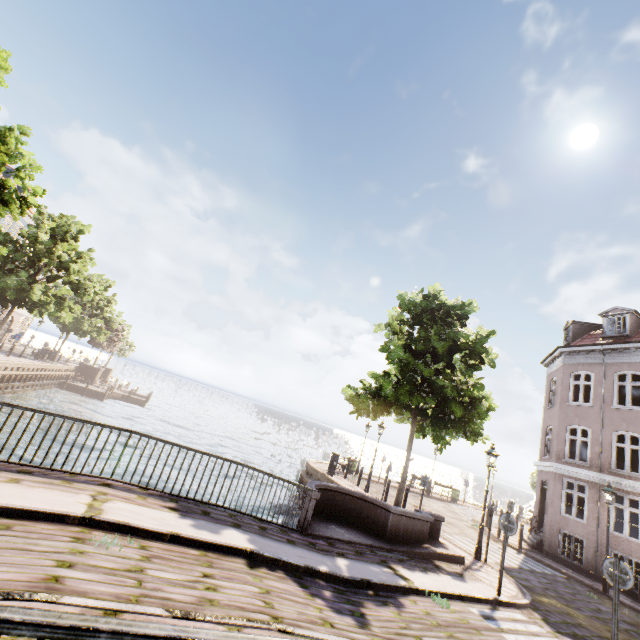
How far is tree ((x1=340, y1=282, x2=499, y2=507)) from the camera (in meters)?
13.12

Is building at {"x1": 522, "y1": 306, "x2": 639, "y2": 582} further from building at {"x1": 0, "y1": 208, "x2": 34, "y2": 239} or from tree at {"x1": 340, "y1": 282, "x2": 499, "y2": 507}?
building at {"x1": 0, "y1": 208, "x2": 34, "y2": 239}

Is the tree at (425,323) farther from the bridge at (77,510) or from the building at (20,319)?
the building at (20,319)

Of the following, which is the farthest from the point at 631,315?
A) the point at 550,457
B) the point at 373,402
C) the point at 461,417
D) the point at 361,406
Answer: the point at 361,406

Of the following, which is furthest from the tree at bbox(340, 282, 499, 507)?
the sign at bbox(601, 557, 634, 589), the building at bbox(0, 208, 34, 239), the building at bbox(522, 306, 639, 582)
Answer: the building at bbox(0, 208, 34, 239)

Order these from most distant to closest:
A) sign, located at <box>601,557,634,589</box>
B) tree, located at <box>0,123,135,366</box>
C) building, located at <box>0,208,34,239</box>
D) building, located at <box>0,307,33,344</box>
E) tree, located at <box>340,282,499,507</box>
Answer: building, located at <box>0,307,33,344</box> < building, located at <box>0,208,34,239</box> < tree, located at <box>340,282,499,507</box> < tree, located at <box>0,123,135,366</box> < sign, located at <box>601,557,634,589</box>

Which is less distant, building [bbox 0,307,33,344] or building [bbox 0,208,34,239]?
building [bbox 0,208,34,239]

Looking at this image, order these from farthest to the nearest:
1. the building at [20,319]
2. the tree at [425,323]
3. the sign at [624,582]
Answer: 1. the building at [20,319]
2. the tree at [425,323]
3. the sign at [624,582]
